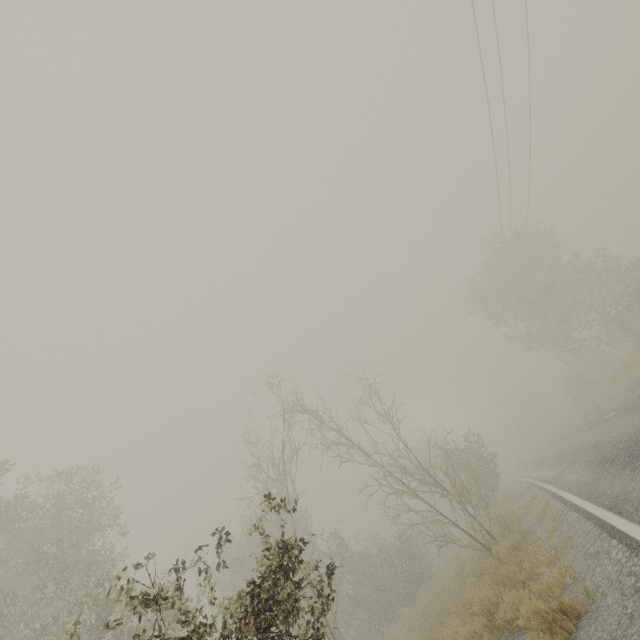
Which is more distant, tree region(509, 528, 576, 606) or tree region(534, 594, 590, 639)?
tree region(509, 528, 576, 606)

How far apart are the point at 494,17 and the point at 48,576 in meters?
27.6 m

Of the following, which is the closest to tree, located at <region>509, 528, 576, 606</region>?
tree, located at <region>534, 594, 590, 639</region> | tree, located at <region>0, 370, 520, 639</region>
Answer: tree, located at <region>0, 370, 520, 639</region>

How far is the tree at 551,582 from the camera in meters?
5.4 m

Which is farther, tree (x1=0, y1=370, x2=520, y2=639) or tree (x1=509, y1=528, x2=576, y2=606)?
tree (x1=509, y1=528, x2=576, y2=606)

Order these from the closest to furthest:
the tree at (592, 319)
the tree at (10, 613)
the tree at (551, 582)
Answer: the tree at (10, 613)
the tree at (551, 582)
the tree at (592, 319)

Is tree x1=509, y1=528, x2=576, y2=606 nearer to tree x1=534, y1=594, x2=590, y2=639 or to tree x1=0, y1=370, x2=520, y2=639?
tree x1=0, y1=370, x2=520, y2=639
